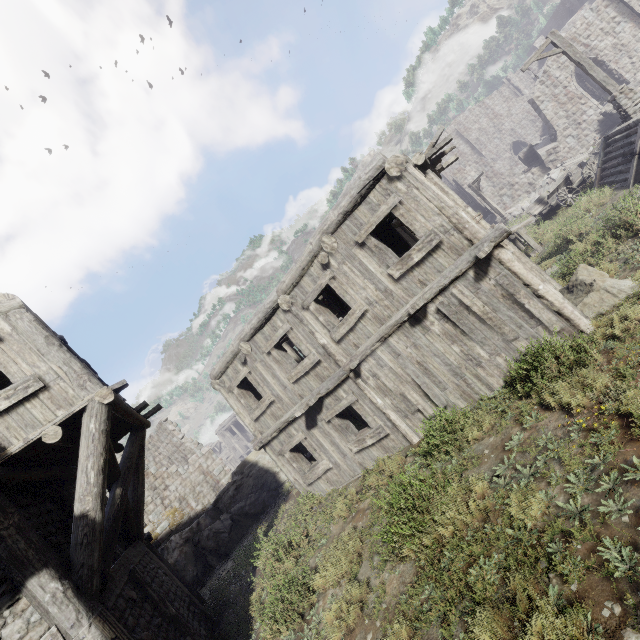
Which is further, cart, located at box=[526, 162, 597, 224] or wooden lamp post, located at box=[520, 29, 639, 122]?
cart, located at box=[526, 162, 597, 224]

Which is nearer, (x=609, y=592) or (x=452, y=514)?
(x=609, y=592)

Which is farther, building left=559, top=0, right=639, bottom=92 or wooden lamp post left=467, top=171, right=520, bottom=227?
wooden lamp post left=467, top=171, right=520, bottom=227

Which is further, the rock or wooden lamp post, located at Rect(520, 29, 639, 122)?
the rock

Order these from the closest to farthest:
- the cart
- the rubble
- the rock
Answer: the rock, the cart, the rubble

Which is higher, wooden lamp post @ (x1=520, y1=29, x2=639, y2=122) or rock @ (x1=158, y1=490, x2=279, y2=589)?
wooden lamp post @ (x1=520, y1=29, x2=639, y2=122)

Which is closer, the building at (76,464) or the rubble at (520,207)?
the building at (76,464)

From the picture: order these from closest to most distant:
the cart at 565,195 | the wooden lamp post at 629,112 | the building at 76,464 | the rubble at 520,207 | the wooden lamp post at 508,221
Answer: the building at 76,464
the wooden lamp post at 629,112
the cart at 565,195
the wooden lamp post at 508,221
the rubble at 520,207
